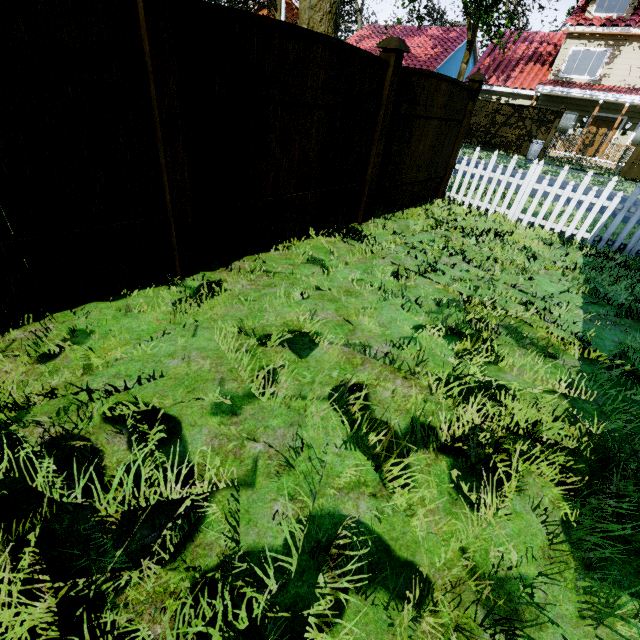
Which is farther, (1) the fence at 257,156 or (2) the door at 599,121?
(2) the door at 599,121

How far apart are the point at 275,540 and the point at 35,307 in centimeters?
235cm

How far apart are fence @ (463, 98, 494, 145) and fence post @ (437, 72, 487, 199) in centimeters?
1650cm

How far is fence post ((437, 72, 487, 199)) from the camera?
6.0 meters

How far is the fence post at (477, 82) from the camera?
6.0m

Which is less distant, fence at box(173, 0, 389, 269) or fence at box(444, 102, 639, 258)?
fence at box(173, 0, 389, 269)

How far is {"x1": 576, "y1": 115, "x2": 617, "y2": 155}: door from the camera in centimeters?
1873cm

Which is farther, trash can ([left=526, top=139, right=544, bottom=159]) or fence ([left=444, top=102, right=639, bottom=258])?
trash can ([left=526, top=139, right=544, bottom=159])
